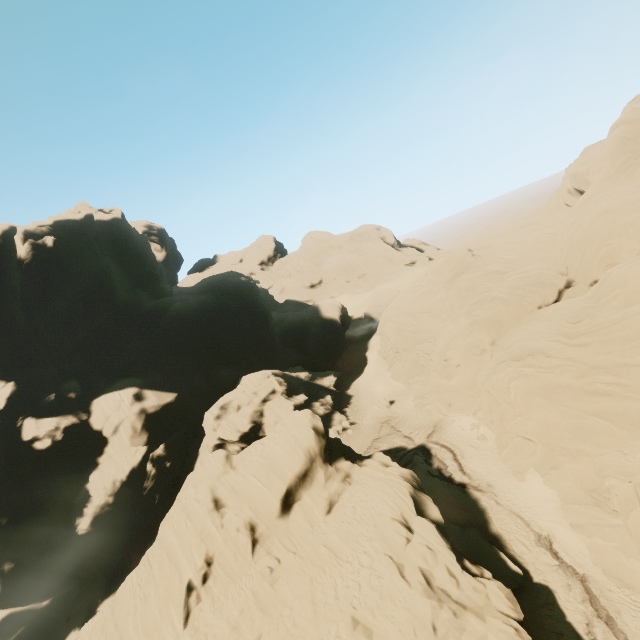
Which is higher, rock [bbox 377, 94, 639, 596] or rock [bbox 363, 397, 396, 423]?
rock [bbox 377, 94, 639, 596]

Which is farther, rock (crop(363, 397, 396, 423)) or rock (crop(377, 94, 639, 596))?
rock (crop(363, 397, 396, 423))

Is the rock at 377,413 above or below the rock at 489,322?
below

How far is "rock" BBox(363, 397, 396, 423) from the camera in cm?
4297

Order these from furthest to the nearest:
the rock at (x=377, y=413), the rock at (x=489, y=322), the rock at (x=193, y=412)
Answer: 1. the rock at (x=377, y=413)
2. the rock at (x=489, y=322)
3. the rock at (x=193, y=412)

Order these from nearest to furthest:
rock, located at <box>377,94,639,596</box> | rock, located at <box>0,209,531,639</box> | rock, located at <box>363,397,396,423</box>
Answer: rock, located at <box>0,209,531,639</box>
rock, located at <box>377,94,639,596</box>
rock, located at <box>363,397,396,423</box>

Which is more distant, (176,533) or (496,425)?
(496,425)
